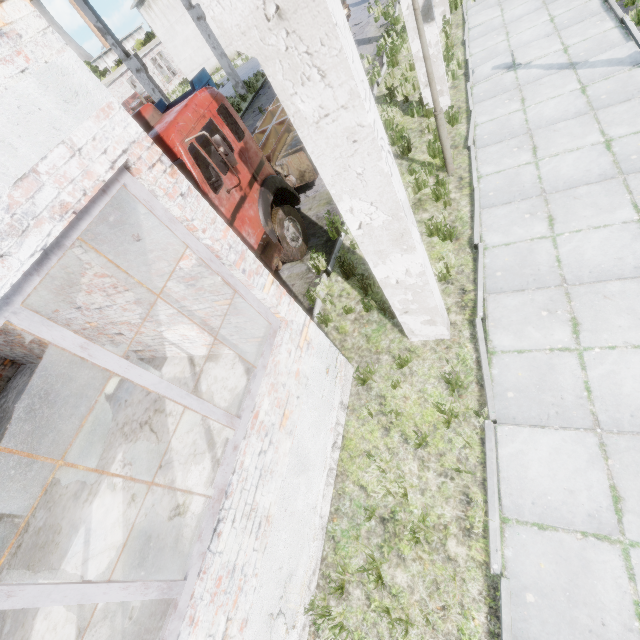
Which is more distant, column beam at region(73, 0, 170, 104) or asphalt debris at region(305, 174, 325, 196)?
column beam at region(73, 0, 170, 104)

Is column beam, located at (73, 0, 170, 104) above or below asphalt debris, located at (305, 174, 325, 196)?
above

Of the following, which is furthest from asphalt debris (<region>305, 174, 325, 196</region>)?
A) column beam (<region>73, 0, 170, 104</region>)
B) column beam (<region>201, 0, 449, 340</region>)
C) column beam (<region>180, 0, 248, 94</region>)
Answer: column beam (<region>180, 0, 248, 94</region>)

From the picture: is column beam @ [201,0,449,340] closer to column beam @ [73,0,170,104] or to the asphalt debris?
the asphalt debris

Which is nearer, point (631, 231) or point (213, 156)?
point (631, 231)

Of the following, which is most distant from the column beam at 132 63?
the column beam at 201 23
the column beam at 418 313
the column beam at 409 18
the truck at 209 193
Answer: the column beam at 418 313

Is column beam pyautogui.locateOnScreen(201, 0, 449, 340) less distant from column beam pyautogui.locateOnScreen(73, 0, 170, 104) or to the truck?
the truck

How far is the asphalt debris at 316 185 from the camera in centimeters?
937cm
